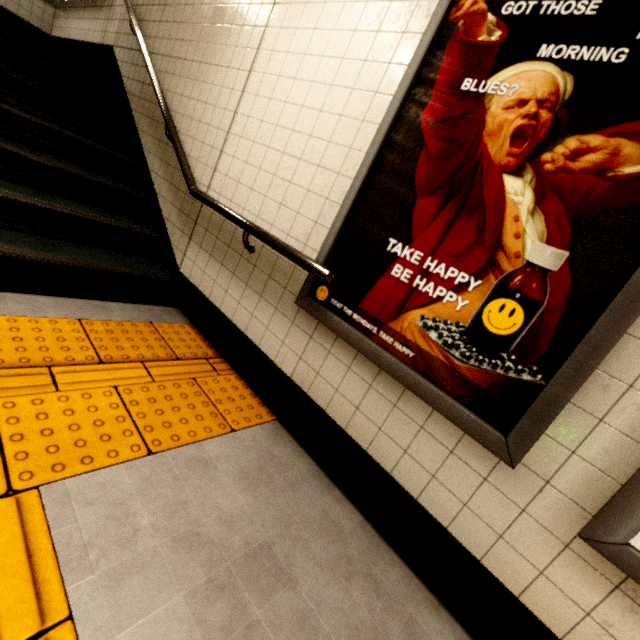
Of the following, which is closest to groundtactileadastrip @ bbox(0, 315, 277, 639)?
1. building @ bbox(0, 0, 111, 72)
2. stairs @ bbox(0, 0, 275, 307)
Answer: stairs @ bbox(0, 0, 275, 307)

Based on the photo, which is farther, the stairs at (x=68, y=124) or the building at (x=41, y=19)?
the building at (x=41, y=19)

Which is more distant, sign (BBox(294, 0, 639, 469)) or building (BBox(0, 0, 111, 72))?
building (BBox(0, 0, 111, 72))

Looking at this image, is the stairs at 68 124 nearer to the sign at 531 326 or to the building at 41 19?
the building at 41 19

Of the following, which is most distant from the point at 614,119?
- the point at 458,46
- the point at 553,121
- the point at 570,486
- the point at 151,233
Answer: the point at 151,233

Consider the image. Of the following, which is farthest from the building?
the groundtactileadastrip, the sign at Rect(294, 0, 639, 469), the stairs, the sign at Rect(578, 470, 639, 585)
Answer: the sign at Rect(578, 470, 639, 585)

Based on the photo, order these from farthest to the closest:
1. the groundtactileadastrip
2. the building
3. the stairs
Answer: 1. the building
2. the stairs
3. the groundtactileadastrip

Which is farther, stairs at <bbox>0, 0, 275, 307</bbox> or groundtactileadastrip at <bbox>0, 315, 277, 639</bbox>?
stairs at <bbox>0, 0, 275, 307</bbox>
